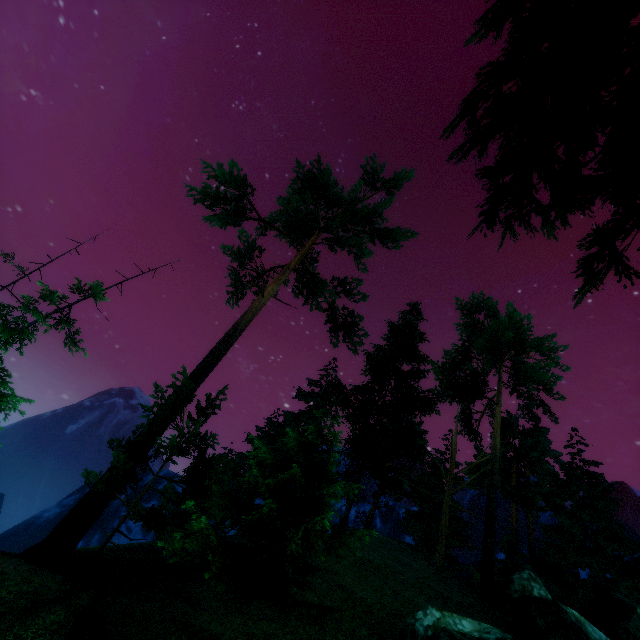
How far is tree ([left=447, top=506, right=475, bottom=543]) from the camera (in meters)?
25.19

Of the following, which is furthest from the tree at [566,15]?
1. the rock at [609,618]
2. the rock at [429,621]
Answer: the rock at [429,621]

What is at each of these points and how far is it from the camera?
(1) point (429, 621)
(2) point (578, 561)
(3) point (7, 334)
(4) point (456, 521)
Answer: (1) rock, 10.0m
(2) tree, 25.0m
(3) tree, 11.1m
(4) tree, 25.9m

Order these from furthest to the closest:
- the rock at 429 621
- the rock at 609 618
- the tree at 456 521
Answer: the tree at 456 521 → the rock at 609 618 → the rock at 429 621

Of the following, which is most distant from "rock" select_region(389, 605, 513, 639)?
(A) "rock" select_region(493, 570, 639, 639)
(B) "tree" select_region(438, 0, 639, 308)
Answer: (B) "tree" select_region(438, 0, 639, 308)

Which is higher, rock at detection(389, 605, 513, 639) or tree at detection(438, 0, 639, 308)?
tree at detection(438, 0, 639, 308)

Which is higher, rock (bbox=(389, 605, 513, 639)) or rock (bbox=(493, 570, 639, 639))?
rock (bbox=(493, 570, 639, 639))
